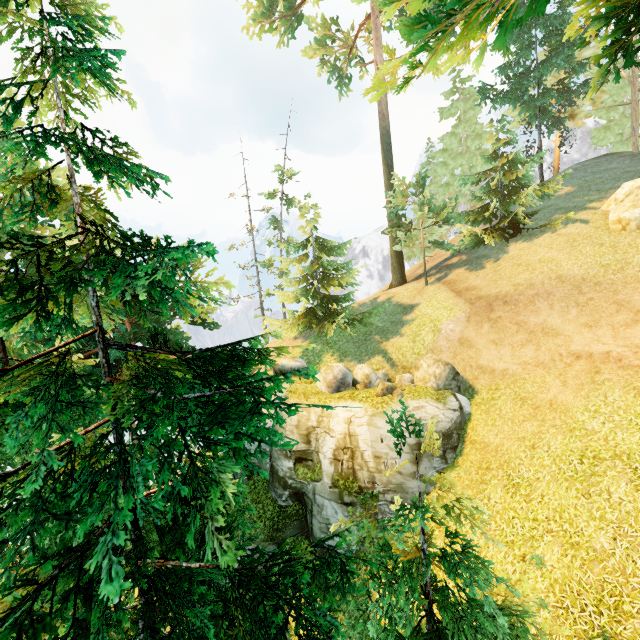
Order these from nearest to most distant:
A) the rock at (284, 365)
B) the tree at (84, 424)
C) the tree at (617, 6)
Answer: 1. the tree at (84, 424)
2. the tree at (617, 6)
3. the rock at (284, 365)

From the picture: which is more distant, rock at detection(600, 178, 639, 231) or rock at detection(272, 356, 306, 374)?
rock at detection(272, 356, 306, 374)

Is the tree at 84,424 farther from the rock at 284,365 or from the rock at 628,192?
the rock at 628,192

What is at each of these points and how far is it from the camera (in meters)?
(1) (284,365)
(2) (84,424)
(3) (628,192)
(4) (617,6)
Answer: (1) rock, 20.30
(2) tree, 8.90
(3) rock, 16.91
(4) tree, 7.05

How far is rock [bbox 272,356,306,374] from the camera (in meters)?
20.03

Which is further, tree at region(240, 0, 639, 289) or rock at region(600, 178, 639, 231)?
rock at region(600, 178, 639, 231)

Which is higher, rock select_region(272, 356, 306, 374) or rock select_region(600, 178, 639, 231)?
rock select_region(600, 178, 639, 231)

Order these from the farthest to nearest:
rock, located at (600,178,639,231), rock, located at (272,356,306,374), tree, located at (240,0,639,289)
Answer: rock, located at (272,356,306,374), rock, located at (600,178,639,231), tree, located at (240,0,639,289)
